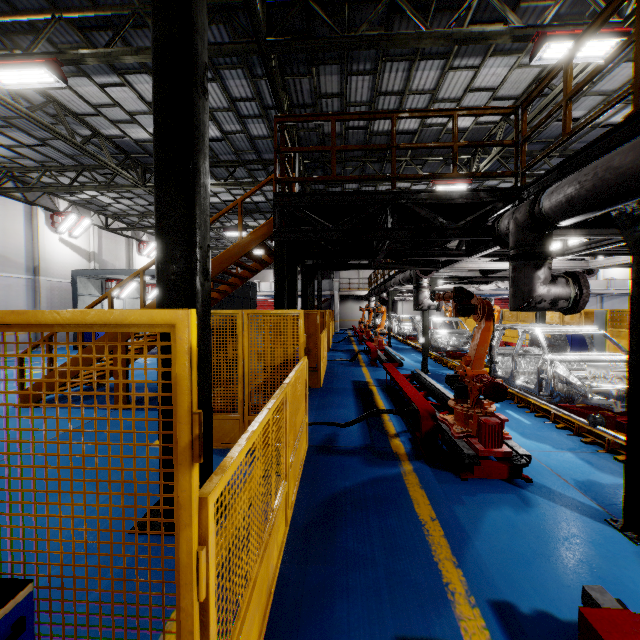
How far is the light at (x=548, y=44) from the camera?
6.4m

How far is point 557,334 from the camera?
8.4m

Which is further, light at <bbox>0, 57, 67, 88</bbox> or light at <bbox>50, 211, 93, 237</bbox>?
light at <bbox>50, 211, 93, 237</bbox>

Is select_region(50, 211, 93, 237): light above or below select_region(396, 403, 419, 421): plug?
above

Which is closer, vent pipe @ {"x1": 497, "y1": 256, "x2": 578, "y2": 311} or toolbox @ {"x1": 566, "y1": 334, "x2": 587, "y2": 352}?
vent pipe @ {"x1": 497, "y1": 256, "x2": 578, "y2": 311}

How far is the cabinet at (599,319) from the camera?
14.1 meters

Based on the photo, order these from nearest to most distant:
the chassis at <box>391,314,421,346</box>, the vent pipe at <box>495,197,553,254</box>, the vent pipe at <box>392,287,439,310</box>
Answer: the vent pipe at <box>495,197,553,254</box> → the vent pipe at <box>392,287,439,310</box> → the chassis at <box>391,314,421,346</box>

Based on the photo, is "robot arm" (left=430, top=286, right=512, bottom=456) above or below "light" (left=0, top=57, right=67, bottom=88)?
below
